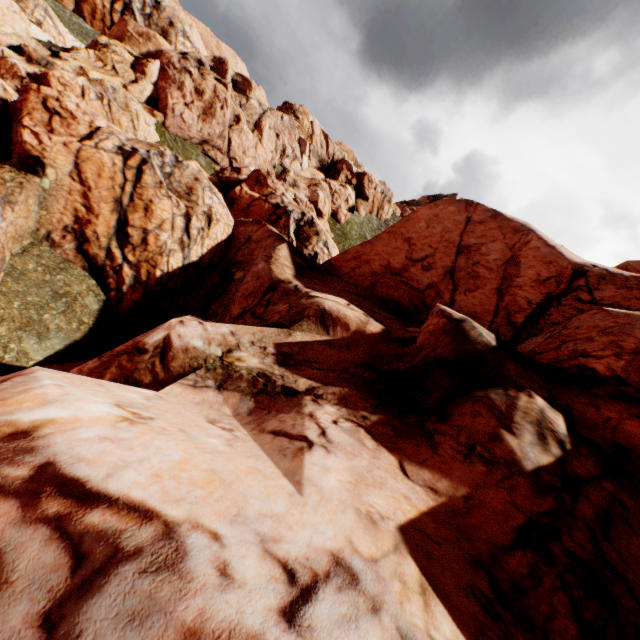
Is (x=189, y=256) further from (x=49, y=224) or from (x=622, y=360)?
(x=622, y=360)
